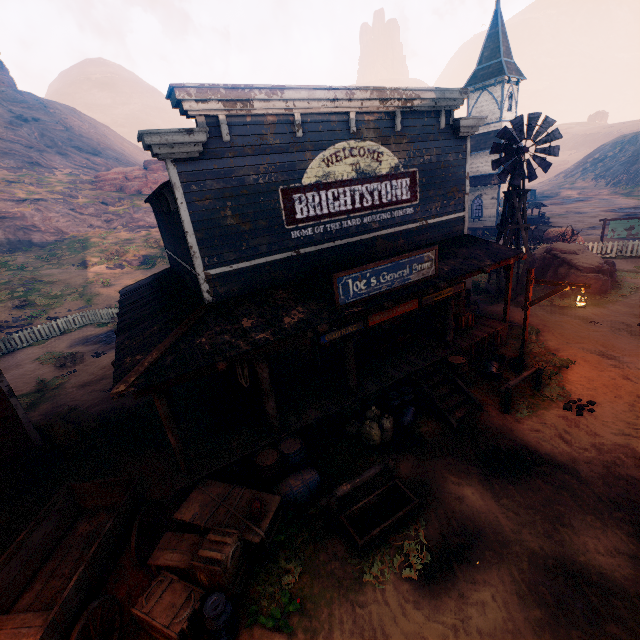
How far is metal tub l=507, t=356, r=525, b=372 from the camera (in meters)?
10.70

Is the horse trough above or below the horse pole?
below

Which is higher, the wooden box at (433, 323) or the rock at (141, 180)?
the rock at (141, 180)

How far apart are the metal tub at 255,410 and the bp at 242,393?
0.0 meters

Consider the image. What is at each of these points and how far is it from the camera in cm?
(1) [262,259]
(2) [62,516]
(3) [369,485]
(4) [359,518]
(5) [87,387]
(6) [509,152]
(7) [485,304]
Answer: (1) building, 864
(2) carraige, 645
(3) z, 761
(4) horse trough, 664
(5) z, 1405
(6) windmill, 1542
(7) z, 1669

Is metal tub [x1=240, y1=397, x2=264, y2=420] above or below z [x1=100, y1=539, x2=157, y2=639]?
above

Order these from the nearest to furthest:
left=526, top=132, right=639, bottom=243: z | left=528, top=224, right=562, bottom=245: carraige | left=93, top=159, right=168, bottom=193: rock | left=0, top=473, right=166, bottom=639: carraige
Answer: left=0, top=473, right=166, bottom=639: carraige → left=528, top=224, right=562, bottom=245: carraige → left=526, top=132, right=639, bottom=243: z → left=93, top=159, right=168, bottom=193: rock

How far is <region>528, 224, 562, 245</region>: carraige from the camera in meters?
24.4 m
